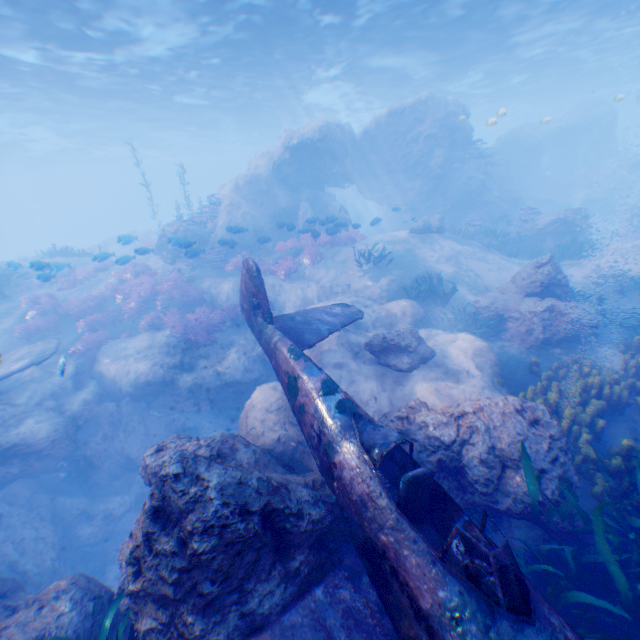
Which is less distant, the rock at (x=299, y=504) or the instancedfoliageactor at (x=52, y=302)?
the rock at (x=299, y=504)

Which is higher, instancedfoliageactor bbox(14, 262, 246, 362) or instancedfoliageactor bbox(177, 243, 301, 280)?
instancedfoliageactor bbox(177, 243, 301, 280)

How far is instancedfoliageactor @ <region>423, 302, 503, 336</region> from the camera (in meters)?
10.28

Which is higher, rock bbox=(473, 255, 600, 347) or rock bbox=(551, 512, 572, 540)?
rock bbox=(473, 255, 600, 347)

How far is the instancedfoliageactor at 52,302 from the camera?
13.83m

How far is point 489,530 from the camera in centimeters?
478cm

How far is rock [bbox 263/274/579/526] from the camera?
4.9m

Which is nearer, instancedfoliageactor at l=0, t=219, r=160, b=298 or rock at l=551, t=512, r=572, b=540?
rock at l=551, t=512, r=572, b=540
